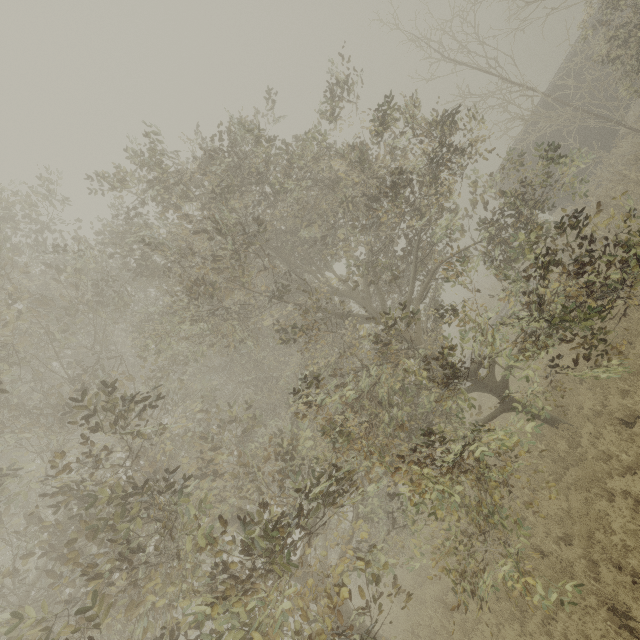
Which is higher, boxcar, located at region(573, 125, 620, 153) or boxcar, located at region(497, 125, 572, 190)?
boxcar, located at region(497, 125, 572, 190)

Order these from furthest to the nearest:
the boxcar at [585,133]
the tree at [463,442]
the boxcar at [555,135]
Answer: the boxcar at [555,135] < the boxcar at [585,133] < the tree at [463,442]

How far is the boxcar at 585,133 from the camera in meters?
15.8 m

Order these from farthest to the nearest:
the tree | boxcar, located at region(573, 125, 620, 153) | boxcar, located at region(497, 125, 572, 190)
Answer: boxcar, located at region(497, 125, 572, 190) → boxcar, located at region(573, 125, 620, 153) → the tree

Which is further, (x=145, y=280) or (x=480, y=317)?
(x=145, y=280)

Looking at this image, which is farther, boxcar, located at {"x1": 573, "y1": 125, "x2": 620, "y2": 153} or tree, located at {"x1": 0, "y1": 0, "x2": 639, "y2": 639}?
boxcar, located at {"x1": 573, "y1": 125, "x2": 620, "y2": 153}
